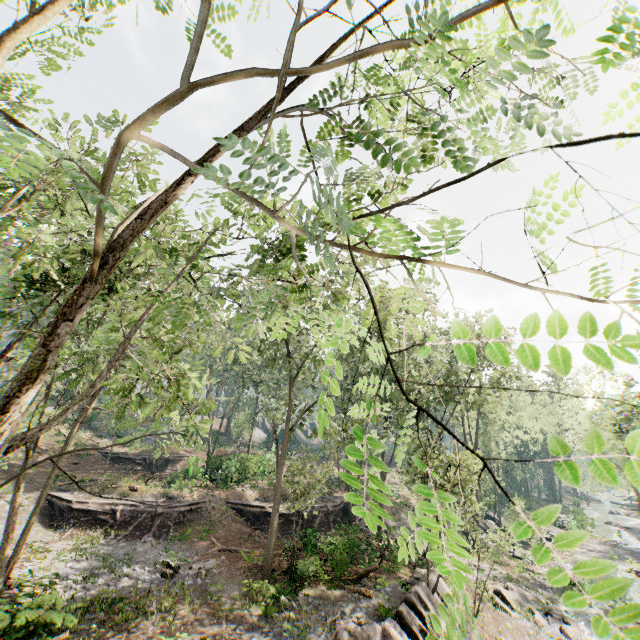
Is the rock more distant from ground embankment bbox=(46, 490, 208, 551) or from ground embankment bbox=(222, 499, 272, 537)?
ground embankment bbox=(46, 490, 208, 551)

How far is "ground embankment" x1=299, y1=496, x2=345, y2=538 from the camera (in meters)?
24.56

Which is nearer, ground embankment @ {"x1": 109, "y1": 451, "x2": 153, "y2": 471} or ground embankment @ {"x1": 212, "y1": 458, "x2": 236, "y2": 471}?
ground embankment @ {"x1": 212, "y1": 458, "x2": 236, "y2": 471}

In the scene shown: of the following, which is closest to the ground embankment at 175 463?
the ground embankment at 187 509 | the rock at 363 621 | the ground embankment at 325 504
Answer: the ground embankment at 187 509

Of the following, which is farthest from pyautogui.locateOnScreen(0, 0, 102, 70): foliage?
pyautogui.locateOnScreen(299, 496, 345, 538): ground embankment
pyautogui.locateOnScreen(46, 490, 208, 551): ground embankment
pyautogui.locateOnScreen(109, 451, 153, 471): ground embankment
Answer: pyautogui.locateOnScreen(109, 451, 153, 471): ground embankment

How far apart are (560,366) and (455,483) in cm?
2188

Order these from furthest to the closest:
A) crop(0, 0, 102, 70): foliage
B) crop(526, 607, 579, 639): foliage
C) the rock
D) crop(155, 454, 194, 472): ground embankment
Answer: crop(155, 454, 194, 472): ground embankment, crop(526, 607, 579, 639): foliage, the rock, crop(0, 0, 102, 70): foliage

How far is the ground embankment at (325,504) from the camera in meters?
24.6
